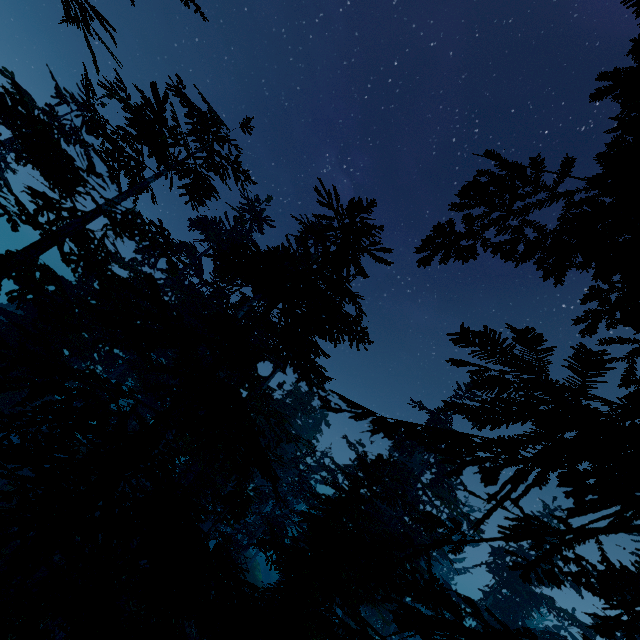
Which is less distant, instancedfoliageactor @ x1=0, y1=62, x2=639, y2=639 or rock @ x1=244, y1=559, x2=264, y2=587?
instancedfoliageactor @ x1=0, y1=62, x2=639, y2=639

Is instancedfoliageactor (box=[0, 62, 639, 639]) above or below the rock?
above

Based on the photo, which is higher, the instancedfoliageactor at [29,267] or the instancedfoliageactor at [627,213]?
the instancedfoliageactor at [627,213]

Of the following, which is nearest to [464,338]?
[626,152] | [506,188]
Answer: [626,152]

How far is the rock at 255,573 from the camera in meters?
34.9

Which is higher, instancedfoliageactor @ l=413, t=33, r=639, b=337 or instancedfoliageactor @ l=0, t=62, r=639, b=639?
instancedfoliageactor @ l=413, t=33, r=639, b=337

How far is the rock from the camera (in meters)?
34.91
